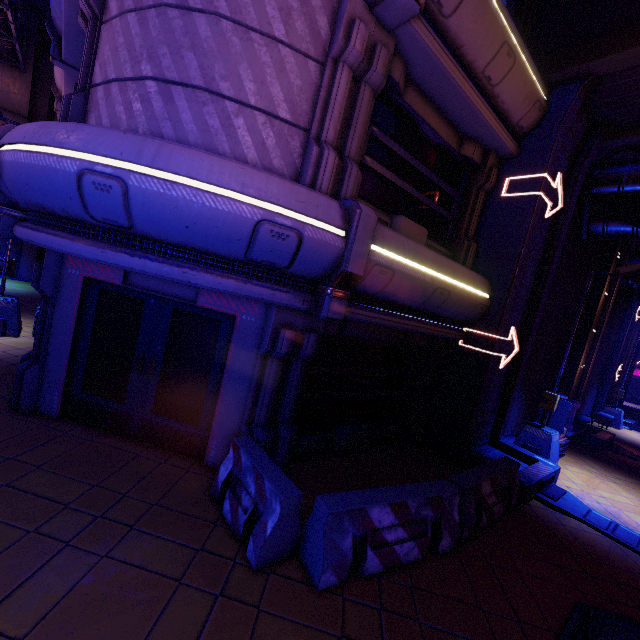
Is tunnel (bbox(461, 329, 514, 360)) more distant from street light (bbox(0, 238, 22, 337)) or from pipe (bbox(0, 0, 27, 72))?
street light (bbox(0, 238, 22, 337))

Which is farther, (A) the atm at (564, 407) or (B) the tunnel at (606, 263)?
(B) the tunnel at (606, 263)

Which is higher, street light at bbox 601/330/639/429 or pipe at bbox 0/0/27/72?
pipe at bbox 0/0/27/72

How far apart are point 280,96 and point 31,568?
6.4 meters

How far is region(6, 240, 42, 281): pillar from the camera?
17.1 meters

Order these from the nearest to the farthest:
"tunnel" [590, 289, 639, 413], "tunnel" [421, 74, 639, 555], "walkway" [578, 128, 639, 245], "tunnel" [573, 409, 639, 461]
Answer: "tunnel" [421, 74, 639, 555], "walkway" [578, 128, 639, 245], "tunnel" [573, 409, 639, 461], "tunnel" [590, 289, 639, 413]

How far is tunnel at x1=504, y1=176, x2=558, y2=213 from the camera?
7.4m

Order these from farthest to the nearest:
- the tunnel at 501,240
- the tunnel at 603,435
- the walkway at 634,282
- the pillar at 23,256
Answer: the pillar at 23,256
the walkway at 634,282
the tunnel at 603,435
the tunnel at 501,240
